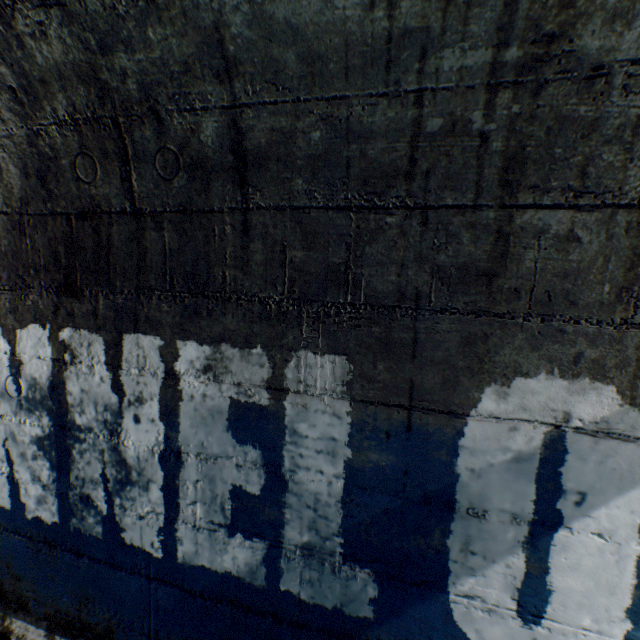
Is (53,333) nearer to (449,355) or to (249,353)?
(249,353)
